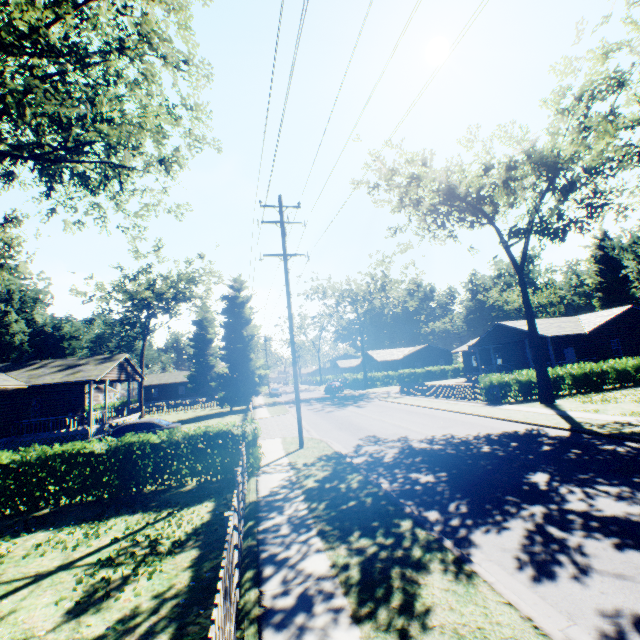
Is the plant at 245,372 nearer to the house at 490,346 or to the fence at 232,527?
the fence at 232,527

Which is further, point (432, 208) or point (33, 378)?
point (432, 208)

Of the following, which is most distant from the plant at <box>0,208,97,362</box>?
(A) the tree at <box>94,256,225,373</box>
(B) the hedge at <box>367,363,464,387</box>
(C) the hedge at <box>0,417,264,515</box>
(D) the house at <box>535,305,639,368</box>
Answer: (D) the house at <box>535,305,639,368</box>

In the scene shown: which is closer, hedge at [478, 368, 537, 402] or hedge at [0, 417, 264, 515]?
hedge at [0, 417, 264, 515]

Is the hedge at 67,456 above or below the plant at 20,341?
below

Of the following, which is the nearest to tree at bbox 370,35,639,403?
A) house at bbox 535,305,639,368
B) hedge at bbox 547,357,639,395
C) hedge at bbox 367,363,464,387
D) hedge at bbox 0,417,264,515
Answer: hedge at bbox 547,357,639,395

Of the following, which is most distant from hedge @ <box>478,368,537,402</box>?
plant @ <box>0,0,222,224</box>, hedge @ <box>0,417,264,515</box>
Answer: plant @ <box>0,0,222,224</box>

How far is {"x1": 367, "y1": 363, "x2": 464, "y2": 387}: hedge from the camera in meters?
53.9
